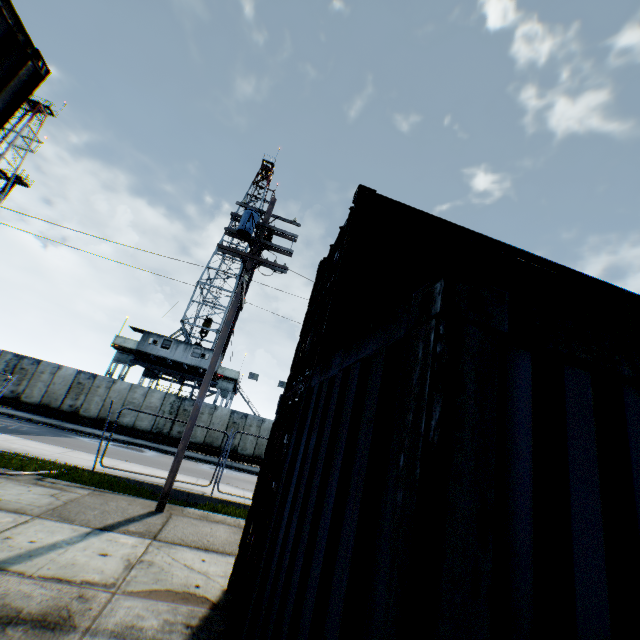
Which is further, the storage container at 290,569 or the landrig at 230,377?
the landrig at 230,377

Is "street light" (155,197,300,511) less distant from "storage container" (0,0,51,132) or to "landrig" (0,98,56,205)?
"storage container" (0,0,51,132)

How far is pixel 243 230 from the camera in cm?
1002

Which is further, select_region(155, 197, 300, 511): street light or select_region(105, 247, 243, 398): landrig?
select_region(105, 247, 243, 398): landrig

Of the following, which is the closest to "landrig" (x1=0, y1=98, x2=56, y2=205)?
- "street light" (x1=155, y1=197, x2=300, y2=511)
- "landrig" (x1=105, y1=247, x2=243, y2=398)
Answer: "landrig" (x1=105, y1=247, x2=243, y2=398)

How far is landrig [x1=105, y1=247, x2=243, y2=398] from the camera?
27.6m

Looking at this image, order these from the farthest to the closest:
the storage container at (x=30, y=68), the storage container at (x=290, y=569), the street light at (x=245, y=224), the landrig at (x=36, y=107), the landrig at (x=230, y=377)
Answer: the landrig at (x=36, y=107)
the landrig at (x=230, y=377)
the street light at (x=245, y=224)
the storage container at (x=30, y=68)
the storage container at (x=290, y=569)

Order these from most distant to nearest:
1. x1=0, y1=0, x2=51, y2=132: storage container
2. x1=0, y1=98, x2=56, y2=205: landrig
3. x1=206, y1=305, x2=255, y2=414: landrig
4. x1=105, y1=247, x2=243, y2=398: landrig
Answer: x1=0, y1=98, x2=56, y2=205: landrig
x1=206, y1=305, x2=255, y2=414: landrig
x1=105, y1=247, x2=243, y2=398: landrig
x1=0, y1=0, x2=51, y2=132: storage container
